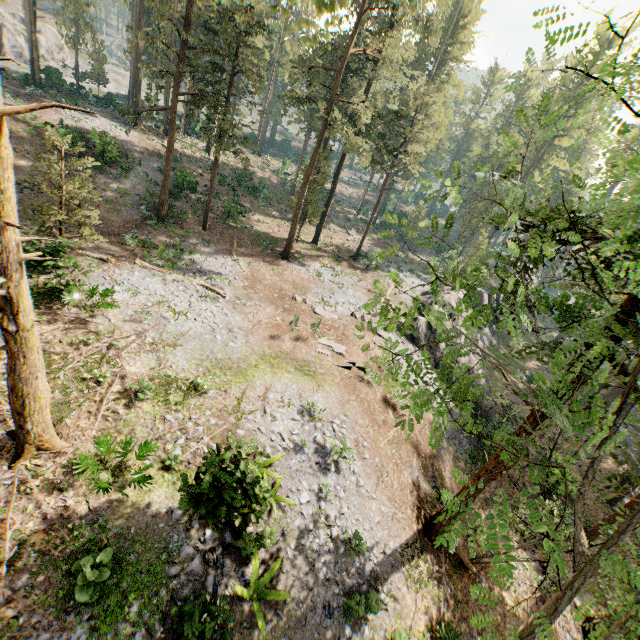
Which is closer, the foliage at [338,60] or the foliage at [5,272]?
the foliage at [5,272]

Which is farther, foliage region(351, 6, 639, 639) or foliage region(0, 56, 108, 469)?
foliage region(0, 56, 108, 469)

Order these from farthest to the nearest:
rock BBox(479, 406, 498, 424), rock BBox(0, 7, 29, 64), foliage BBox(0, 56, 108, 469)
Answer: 1. rock BBox(0, 7, 29, 64)
2. rock BBox(479, 406, 498, 424)
3. foliage BBox(0, 56, 108, 469)

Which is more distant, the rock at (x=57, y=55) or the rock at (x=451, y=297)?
the rock at (x=57, y=55)

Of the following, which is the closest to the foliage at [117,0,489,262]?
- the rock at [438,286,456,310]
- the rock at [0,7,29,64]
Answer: the rock at [438,286,456,310]

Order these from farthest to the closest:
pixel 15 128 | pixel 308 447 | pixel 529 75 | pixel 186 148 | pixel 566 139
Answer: pixel 529 75
pixel 566 139
pixel 186 148
pixel 15 128
pixel 308 447
